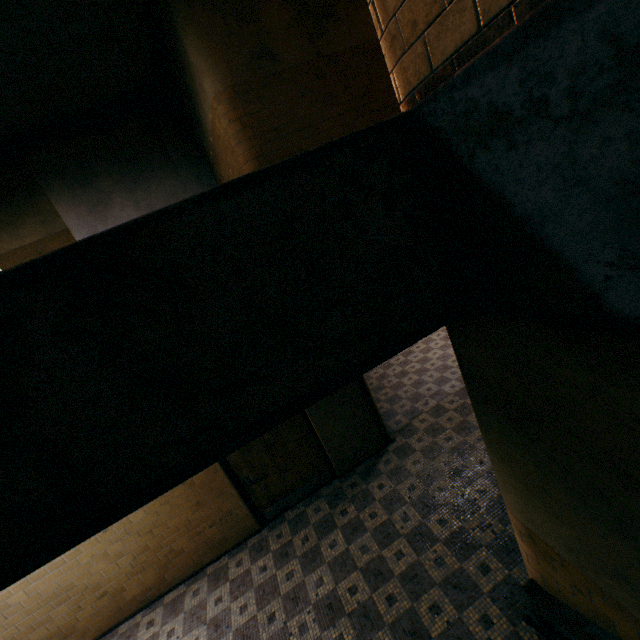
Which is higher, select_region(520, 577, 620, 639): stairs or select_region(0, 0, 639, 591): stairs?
select_region(0, 0, 639, 591): stairs

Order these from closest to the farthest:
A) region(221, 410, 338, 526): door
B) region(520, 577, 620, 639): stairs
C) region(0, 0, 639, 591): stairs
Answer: region(0, 0, 639, 591): stairs
region(520, 577, 620, 639): stairs
region(221, 410, 338, 526): door

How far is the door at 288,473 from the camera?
5.8m

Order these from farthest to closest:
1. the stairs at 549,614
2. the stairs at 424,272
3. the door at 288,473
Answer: the door at 288,473, the stairs at 549,614, the stairs at 424,272

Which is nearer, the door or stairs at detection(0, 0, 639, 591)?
stairs at detection(0, 0, 639, 591)

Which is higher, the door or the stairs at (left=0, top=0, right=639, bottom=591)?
the stairs at (left=0, top=0, right=639, bottom=591)

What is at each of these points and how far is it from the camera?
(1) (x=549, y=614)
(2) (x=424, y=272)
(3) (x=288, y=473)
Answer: (1) stairs, 2.54m
(2) stairs, 1.56m
(3) door, 6.14m
